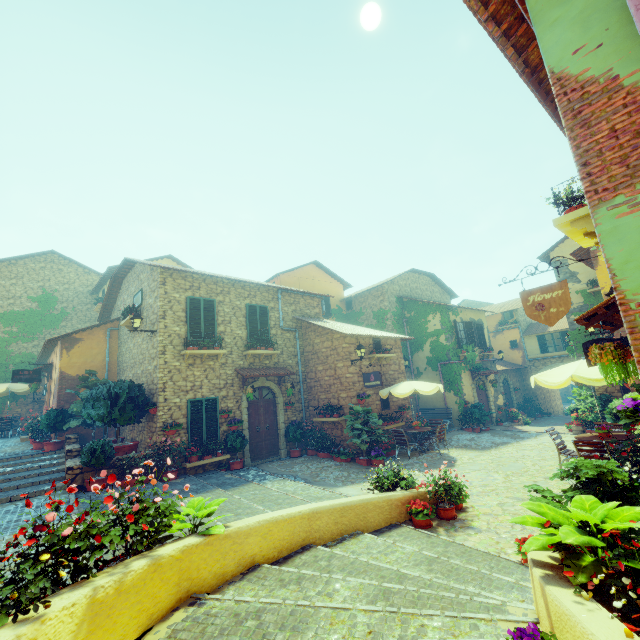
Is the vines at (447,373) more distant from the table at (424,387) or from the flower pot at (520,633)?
the flower pot at (520,633)

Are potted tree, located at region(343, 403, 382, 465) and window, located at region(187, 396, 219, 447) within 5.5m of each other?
yes

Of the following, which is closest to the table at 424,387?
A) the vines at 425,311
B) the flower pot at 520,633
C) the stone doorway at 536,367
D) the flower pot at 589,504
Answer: the vines at 425,311

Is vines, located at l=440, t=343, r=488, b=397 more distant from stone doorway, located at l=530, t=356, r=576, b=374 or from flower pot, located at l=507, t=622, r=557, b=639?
flower pot, located at l=507, t=622, r=557, b=639

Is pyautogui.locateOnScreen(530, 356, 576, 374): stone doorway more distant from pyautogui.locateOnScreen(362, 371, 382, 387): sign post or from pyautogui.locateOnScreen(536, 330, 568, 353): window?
pyautogui.locateOnScreen(362, 371, 382, 387): sign post

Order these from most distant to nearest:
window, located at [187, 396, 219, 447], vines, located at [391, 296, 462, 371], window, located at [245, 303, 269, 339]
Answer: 1. vines, located at [391, 296, 462, 371]
2. window, located at [245, 303, 269, 339]
3. window, located at [187, 396, 219, 447]

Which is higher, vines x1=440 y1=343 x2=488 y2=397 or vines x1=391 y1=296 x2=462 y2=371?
vines x1=391 y1=296 x2=462 y2=371

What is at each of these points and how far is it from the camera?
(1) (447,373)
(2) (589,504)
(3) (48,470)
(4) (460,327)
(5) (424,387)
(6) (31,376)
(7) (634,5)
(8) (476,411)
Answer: (1) vines, 18.69m
(2) flower pot, 3.39m
(3) stair, 10.15m
(4) window, 19.95m
(5) table, 12.63m
(6) sign post, 14.05m
(7) pipe, 2.99m
(8) potted tree, 17.62m
